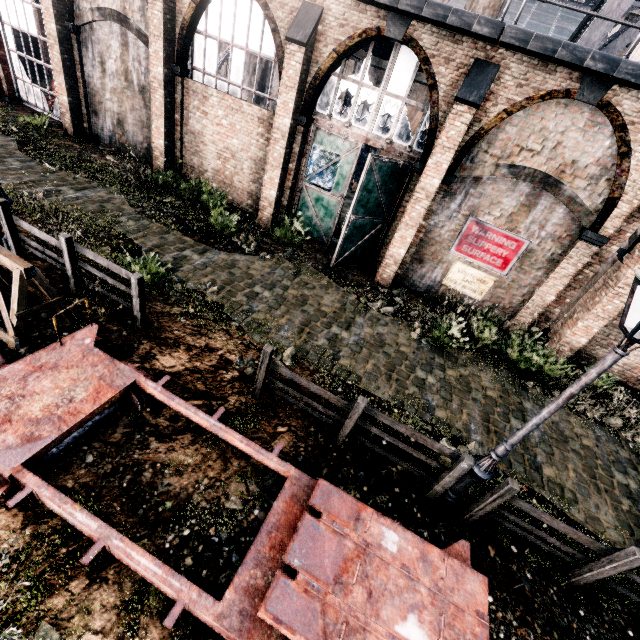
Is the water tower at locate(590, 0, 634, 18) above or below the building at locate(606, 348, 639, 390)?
above

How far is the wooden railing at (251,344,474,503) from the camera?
6.1m

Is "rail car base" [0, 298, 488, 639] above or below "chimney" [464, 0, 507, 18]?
below

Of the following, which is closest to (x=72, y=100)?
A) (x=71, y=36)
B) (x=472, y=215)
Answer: (x=71, y=36)

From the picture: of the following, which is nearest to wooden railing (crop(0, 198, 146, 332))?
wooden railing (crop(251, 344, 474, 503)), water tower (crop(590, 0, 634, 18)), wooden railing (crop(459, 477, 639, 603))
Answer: wooden railing (crop(251, 344, 474, 503))

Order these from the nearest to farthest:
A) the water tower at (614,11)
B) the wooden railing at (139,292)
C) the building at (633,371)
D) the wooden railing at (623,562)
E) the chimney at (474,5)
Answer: the wooden railing at (623,562)
the wooden railing at (139,292)
the water tower at (614,11)
the chimney at (474,5)
the building at (633,371)

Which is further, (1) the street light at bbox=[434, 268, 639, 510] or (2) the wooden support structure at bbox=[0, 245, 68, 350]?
(2) the wooden support structure at bbox=[0, 245, 68, 350]

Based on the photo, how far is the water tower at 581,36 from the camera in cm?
1059
